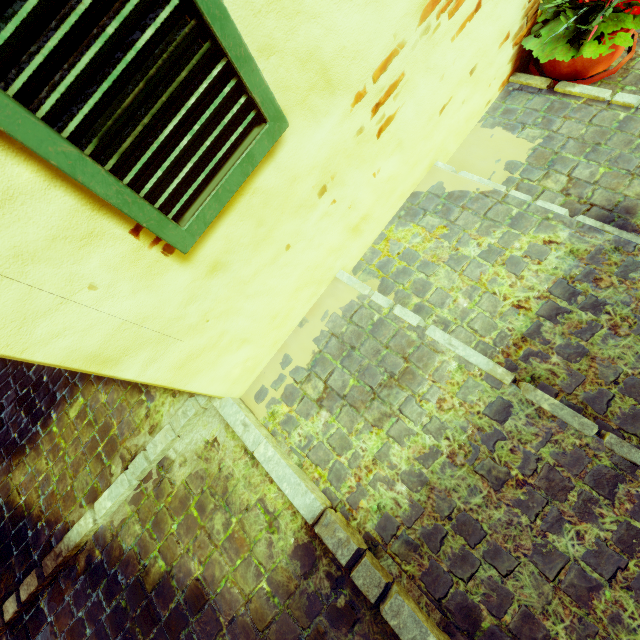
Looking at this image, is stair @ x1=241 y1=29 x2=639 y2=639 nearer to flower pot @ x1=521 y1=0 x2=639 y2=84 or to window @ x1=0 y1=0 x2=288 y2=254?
flower pot @ x1=521 y1=0 x2=639 y2=84

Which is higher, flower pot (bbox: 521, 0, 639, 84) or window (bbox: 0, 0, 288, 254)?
window (bbox: 0, 0, 288, 254)

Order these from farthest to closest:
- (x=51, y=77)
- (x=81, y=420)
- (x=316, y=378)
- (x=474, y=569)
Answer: (x=81, y=420) < (x=316, y=378) < (x=474, y=569) < (x=51, y=77)

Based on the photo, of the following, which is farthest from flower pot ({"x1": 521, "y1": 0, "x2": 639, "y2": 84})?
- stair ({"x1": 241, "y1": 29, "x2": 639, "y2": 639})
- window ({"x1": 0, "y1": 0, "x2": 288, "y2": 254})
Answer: window ({"x1": 0, "y1": 0, "x2": 288, "y2": 254})

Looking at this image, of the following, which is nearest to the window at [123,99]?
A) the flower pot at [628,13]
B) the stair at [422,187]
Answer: the stair at [422,187]
